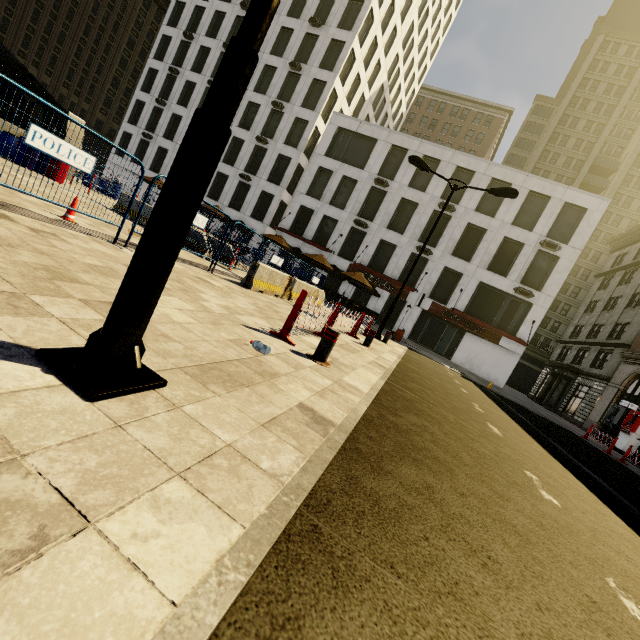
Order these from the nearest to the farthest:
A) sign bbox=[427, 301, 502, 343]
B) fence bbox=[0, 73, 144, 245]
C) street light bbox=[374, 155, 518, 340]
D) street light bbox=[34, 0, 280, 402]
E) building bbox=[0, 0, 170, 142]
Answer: street light bbox=[34, 0, 280, 402] → fence bbox=[0, 73, 144, 245] → street light bbox=[374, 155, 518, 340] → sign bbox=[427, 301, 502, 343] → building bbox=[0, 0, 170, 142]

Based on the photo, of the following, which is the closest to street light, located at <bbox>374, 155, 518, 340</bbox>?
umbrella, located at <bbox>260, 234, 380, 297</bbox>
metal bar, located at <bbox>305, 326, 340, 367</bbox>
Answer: umbrella, located at <bbox>260, 234, 380, 297</bbox>

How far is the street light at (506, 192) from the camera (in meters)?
13.14

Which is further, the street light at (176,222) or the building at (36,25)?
the building at (36,25)

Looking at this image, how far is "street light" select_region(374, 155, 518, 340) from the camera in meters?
13.1 m

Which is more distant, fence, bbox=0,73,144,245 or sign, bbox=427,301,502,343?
sign, bbox=427,301,502,343

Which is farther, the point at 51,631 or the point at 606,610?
the point at 606,610

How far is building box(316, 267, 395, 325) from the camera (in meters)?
28.44
